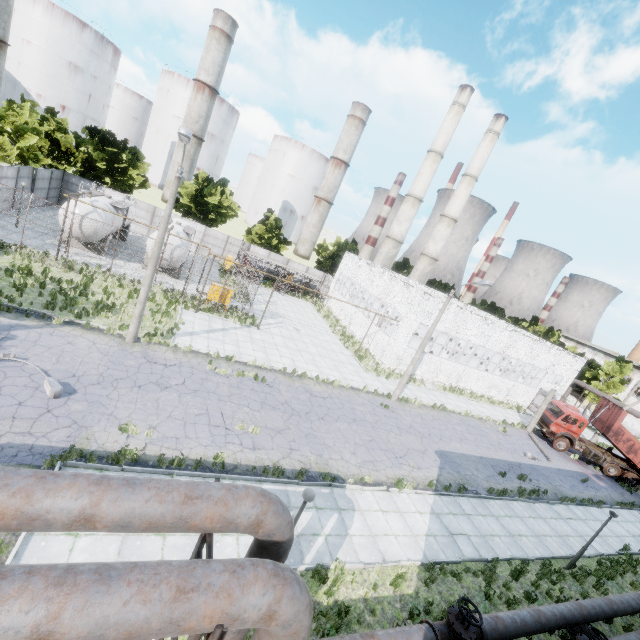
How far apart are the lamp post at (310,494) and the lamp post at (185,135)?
12.6m

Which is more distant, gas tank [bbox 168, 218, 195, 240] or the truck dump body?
gas tank [bbox 168, 218, 195, 240]

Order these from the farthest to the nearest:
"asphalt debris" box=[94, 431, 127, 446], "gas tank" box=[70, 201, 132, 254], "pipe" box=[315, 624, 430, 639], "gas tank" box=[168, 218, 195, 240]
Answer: "gas tank" box=[168, 218, 195, 240] → "gas tank" box=[70, 201, 132, 254] → "asphalt debris" box=[94, 431, 127, 446] → "pipe" box=[315, 624, 430, 639]

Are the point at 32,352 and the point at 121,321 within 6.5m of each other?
yes

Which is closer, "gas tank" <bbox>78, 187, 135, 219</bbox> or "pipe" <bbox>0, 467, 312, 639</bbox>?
"pipe" <bbox>0, 467, 312, 639</bbox>

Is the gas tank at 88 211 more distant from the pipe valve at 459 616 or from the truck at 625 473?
the truck at 625 473

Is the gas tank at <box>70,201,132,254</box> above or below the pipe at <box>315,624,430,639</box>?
above

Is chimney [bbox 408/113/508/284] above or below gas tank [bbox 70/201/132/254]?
above
